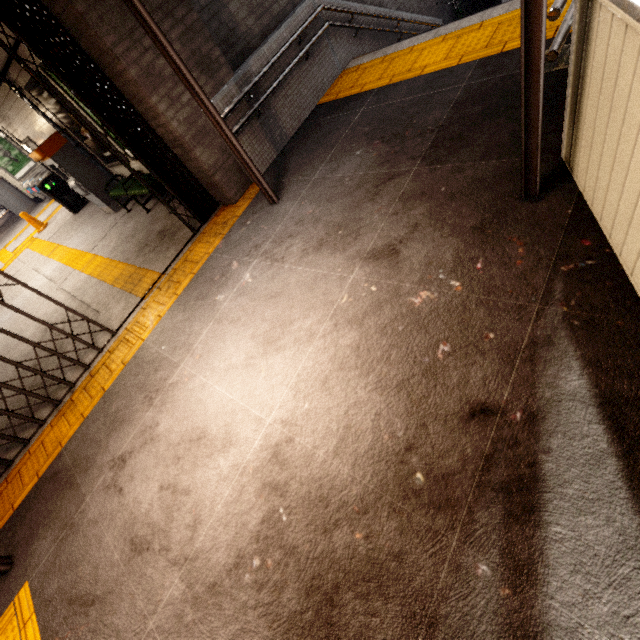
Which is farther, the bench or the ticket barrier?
the ticket barrier

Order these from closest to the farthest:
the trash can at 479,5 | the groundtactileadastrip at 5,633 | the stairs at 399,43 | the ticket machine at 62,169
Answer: the groundtactileadastrip at 5,633 → the stairs at 399,43 → the ticket machine at 62,169 → the trash can at 479,5

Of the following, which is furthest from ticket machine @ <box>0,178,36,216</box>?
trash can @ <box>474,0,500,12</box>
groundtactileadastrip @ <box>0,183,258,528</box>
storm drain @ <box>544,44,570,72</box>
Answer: storm drain @ <box>544,44,570,72</box>

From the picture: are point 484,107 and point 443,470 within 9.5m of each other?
yes

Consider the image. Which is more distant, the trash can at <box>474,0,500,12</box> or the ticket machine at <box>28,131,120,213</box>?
the trash can at <box>474,0,500,12</box>

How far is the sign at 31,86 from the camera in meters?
6.1 m

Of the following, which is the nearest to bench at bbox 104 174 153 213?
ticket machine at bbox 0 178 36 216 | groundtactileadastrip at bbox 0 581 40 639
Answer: groundtactileadastrip at bbox 0 581 40 639

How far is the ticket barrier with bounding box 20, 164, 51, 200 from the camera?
12.9m
